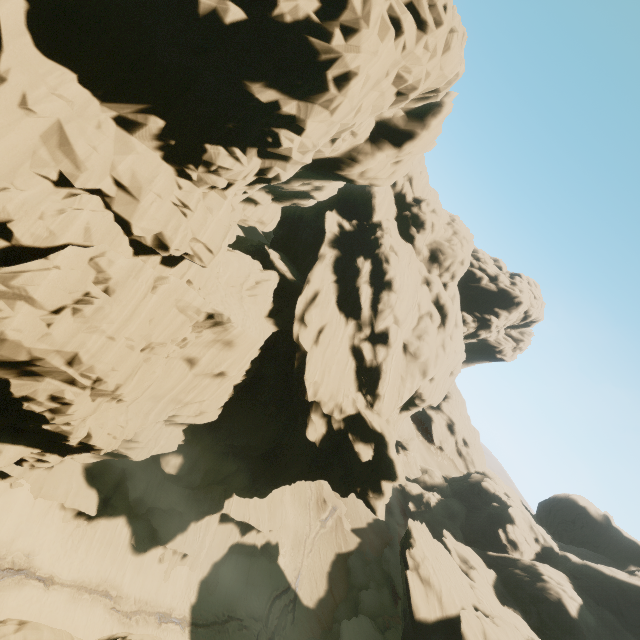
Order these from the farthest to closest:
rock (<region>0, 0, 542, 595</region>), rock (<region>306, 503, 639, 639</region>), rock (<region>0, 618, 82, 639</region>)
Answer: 1. rock (<region>306, 503, 639, 639</region>)
2. rock (<region>0, 0, 542, 595</region>)
3. rock (<region>0, 618, 82, 639</region>)

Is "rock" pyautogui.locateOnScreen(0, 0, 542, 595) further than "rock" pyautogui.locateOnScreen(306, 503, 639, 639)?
No

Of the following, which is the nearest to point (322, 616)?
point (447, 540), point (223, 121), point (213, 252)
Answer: point (447, 540)

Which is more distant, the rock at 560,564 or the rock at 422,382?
the rock at 560,564

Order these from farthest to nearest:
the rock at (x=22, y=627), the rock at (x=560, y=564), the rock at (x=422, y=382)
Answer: the rock at (x=560, y=564), the rock at (x=422, y=382), the rock at (x=22, y=627)
